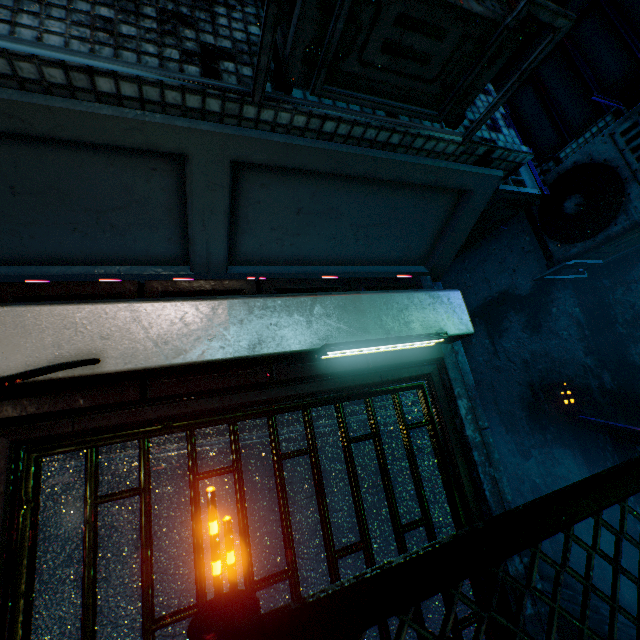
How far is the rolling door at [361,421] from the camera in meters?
1.8

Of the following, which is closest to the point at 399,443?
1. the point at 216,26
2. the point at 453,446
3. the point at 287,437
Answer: the point at 453,446

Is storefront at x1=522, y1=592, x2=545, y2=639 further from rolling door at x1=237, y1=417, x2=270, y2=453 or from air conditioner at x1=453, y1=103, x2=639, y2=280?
air conditioner at x1=453, y1=103, x2=639, y2=280

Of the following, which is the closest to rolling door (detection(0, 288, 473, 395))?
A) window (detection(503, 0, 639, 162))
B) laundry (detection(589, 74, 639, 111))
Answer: laundry (detection(589, 74, 639, 111))

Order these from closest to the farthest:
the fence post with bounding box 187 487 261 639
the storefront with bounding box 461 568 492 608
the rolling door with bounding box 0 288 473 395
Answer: the fence post with bounding box 187 487 261 639, the rolling door with bounding box 0 288 473 395, the storefront with bounding box 461 568 492 608

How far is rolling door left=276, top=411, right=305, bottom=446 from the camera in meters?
1.7 m

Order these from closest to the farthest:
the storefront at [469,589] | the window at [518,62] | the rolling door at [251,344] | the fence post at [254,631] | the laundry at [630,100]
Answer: the fence post at [254,631] → the rolling door at [251,344] → the storefront at [469,589] → the laundry at [630,100] → the window at [518,62]

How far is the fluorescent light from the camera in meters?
1.4
